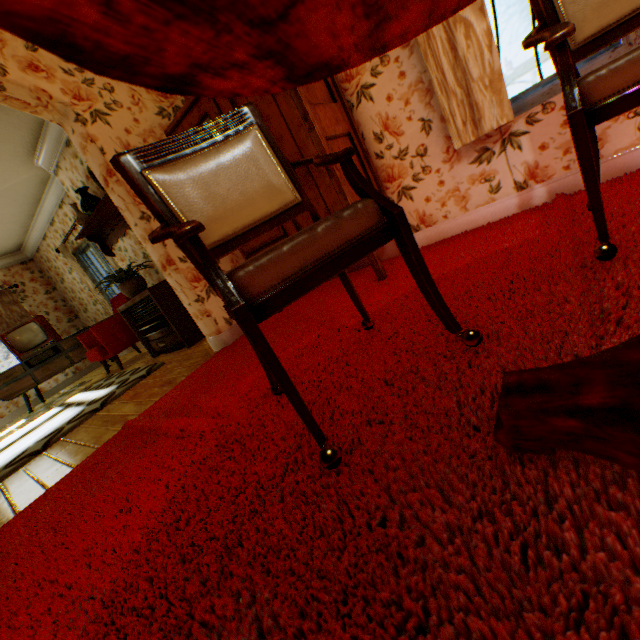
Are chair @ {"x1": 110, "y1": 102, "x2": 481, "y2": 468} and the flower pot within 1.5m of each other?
no

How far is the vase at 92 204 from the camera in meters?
4.1

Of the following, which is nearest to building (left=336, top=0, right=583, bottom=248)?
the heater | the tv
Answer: the heater

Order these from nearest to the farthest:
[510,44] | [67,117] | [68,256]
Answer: [67,117]
[68,256]
[510,44]

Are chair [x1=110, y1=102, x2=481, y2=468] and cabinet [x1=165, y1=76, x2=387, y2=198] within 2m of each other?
yes

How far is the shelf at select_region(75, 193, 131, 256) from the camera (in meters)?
4.02

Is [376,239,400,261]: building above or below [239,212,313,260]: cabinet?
below

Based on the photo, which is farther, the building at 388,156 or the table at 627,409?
the building at 388,156
